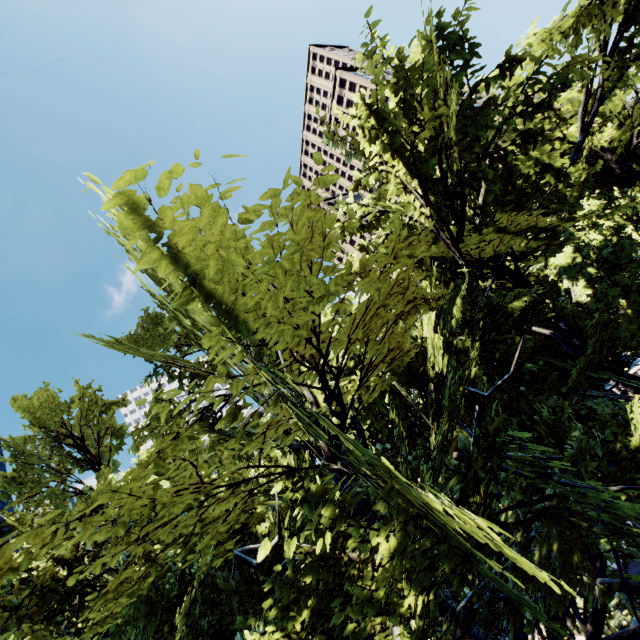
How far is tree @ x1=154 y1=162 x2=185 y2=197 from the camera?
2.3 meters

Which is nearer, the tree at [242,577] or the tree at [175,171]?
the tree at [175,171]

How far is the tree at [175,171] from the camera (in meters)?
2.26

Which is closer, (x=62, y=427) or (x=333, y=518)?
(x=333, y=518)

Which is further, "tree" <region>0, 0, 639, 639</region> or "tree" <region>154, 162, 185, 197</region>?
"tree" <region>0, 0, 639, 639</region>
